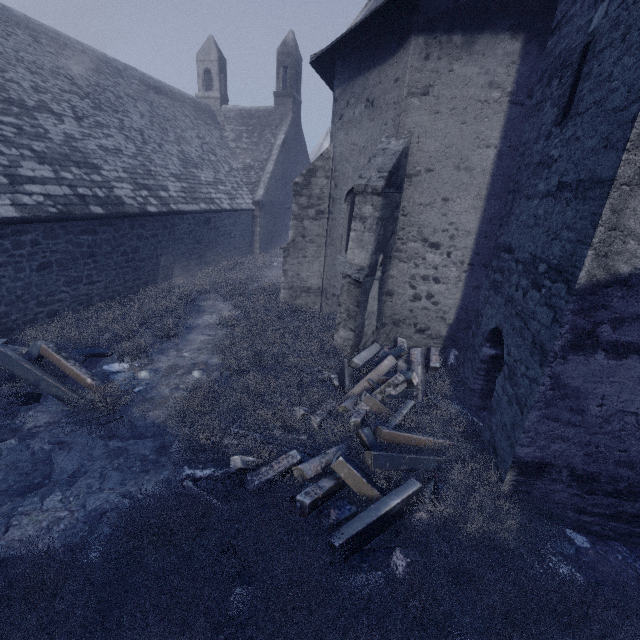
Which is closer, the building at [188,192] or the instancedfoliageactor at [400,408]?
the instancedfoliageactor at [400,408]

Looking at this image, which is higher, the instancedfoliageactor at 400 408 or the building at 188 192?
the building at 188 192

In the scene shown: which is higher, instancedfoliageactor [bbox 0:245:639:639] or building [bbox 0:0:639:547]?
building [bbox 0:0:639:547]

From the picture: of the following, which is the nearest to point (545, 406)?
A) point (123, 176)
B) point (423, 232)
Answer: point (423, 232)

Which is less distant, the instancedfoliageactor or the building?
the instancedfoliageactor
